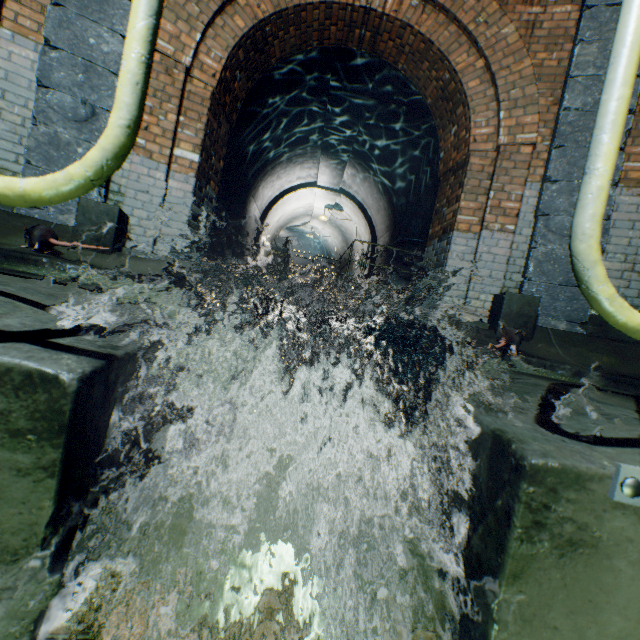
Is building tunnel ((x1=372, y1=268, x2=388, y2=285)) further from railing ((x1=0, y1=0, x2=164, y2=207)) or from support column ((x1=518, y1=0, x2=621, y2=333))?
railing ((x1=0, y1=0, x2=164, y2=207))

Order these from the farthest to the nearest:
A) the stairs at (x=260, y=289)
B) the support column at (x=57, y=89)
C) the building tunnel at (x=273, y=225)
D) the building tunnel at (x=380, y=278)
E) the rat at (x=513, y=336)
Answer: the building tunnel at (x=273, y=225), the building tunnel at (x=380, y=278), the stairs at (x=260, y=289), the support column at (x=57, y=89), the rat at (x=513, y=336)

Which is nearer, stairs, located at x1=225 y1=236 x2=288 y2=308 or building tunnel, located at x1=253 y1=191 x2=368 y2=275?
stairs, located at x1=225 y1=236 x2=288 y2=308

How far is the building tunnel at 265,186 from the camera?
5.84m

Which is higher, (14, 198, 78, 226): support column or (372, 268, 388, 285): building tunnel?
(372, 268, 388, 285): building tunnel

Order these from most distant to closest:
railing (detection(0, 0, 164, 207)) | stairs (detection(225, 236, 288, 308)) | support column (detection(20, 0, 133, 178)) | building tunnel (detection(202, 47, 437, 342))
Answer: stairs (detection(225, 236, 288, 308))
building tunnel (detection(202, 47, 437, 342))
support column (detection(20, 0, 133, 178))
railing (detection(0, 0, 164, 207))

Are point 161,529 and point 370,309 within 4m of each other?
no

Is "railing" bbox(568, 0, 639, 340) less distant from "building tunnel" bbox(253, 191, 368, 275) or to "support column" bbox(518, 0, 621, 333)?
"support column" bbox(518, 0, 621, 333)
